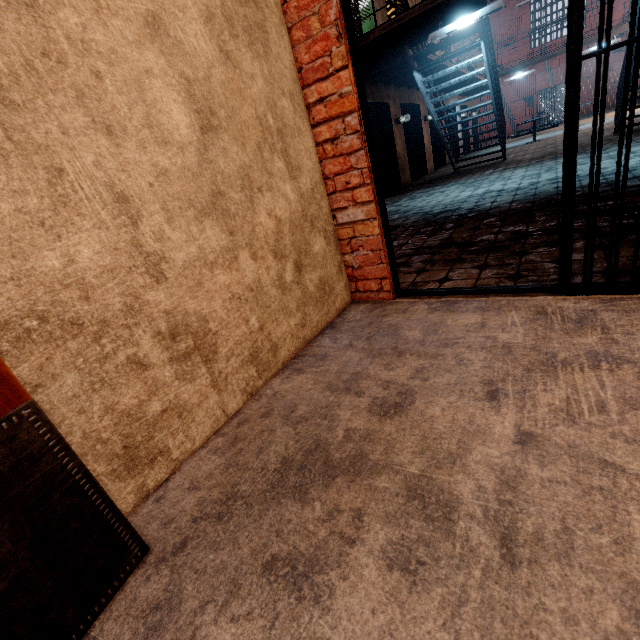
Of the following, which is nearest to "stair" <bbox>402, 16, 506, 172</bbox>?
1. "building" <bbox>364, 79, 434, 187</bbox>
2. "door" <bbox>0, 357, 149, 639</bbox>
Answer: "building" <bbox>364, 79, 434, 187</bbox>

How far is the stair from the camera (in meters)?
6.48

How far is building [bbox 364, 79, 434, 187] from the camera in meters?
8.8

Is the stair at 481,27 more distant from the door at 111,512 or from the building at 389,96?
the door at 111,512

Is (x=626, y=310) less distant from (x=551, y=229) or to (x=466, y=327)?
(x=466, y=327)

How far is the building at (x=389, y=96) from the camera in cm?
877

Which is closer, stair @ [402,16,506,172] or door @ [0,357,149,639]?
door @ [0,357,149,639]

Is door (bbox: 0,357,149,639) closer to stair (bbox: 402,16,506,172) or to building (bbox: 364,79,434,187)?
stair (bbox: 402,16,506,172)
